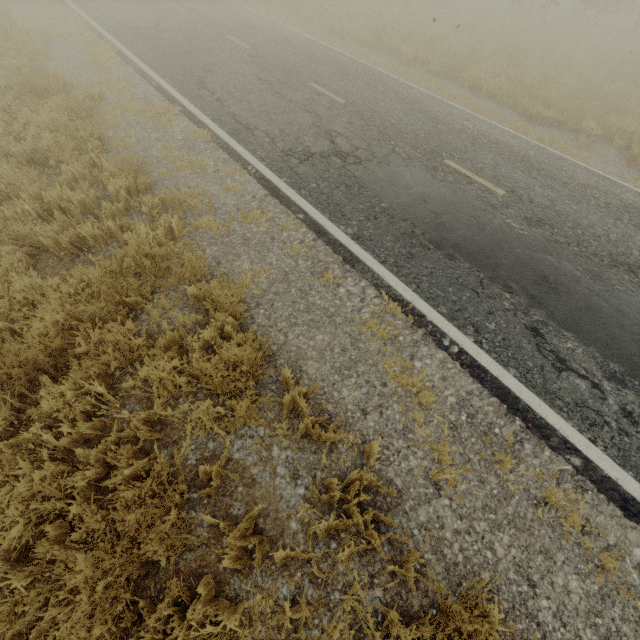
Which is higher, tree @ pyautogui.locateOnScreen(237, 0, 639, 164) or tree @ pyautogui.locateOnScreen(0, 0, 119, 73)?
tree @ pyautogui.locateOnScreen(237, 0, 639, 164)

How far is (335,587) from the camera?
2.63m

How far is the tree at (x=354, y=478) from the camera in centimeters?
277cm

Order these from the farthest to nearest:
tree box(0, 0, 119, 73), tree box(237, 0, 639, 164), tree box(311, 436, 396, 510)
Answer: tree box(237, 0, 639, 164), tree box(0, 0, 119, 73), tree box(311, 436, 396, 510)

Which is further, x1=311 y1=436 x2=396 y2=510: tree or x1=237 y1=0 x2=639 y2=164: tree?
x1=237 y1=0 x2=639 y2=164: tree

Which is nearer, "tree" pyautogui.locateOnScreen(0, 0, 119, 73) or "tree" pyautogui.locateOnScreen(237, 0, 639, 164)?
"tree" pyautogui.locateOnScreen(0, 0, 119, 73)

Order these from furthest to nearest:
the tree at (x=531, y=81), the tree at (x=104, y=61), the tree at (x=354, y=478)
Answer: the tree at (x=531, y=81), the tree at (x=104, y=61), the tree at (x=354, y=478)
